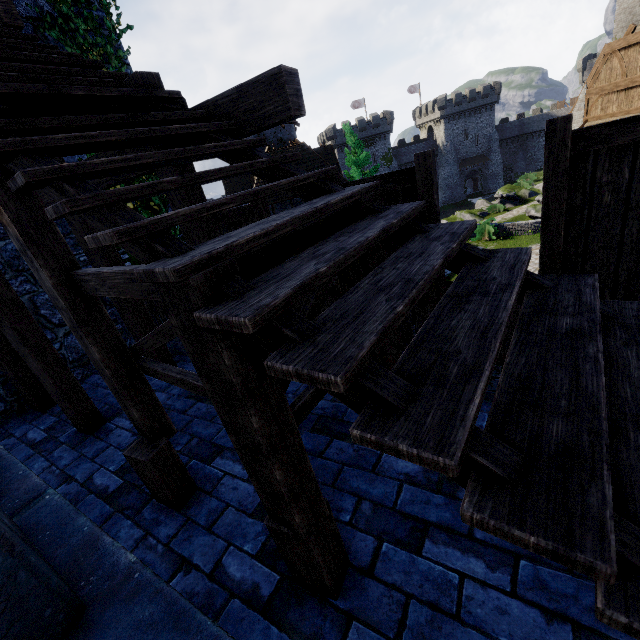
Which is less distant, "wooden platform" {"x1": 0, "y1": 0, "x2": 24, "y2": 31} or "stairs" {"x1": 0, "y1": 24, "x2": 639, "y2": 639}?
"stairs" {"x1": 0, "y1": 24, "x2": 639, "y2": 639}

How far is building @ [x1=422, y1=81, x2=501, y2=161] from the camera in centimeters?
5503cm

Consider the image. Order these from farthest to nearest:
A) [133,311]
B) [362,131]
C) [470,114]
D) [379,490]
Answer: [470,114], [362,131], [133,311], [379,490]

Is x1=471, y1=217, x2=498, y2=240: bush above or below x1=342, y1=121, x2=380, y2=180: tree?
below

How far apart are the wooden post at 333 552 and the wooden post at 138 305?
4.3m

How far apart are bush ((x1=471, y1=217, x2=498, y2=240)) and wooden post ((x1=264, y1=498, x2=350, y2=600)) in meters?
23.5 m

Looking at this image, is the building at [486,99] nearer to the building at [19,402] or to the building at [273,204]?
the building at [273,204]

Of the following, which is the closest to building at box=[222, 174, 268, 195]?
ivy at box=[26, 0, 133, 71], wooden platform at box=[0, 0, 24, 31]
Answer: ivy at box=[26, 0, 133, 71]
